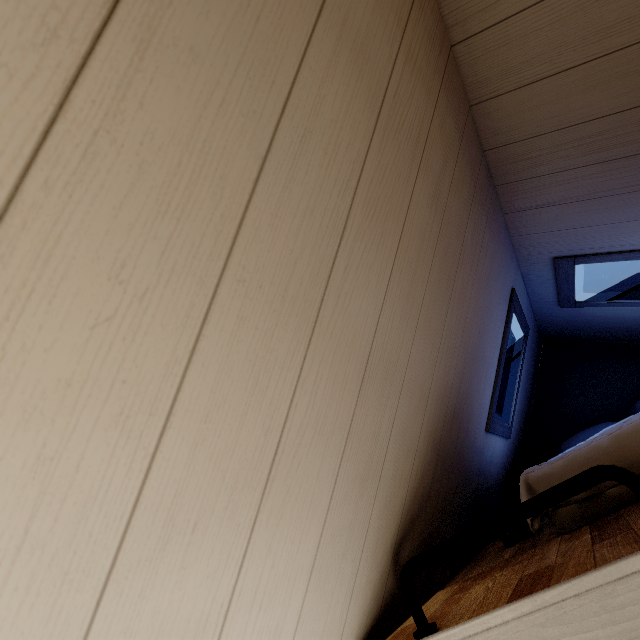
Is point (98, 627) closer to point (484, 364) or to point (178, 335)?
point (178, 335)
